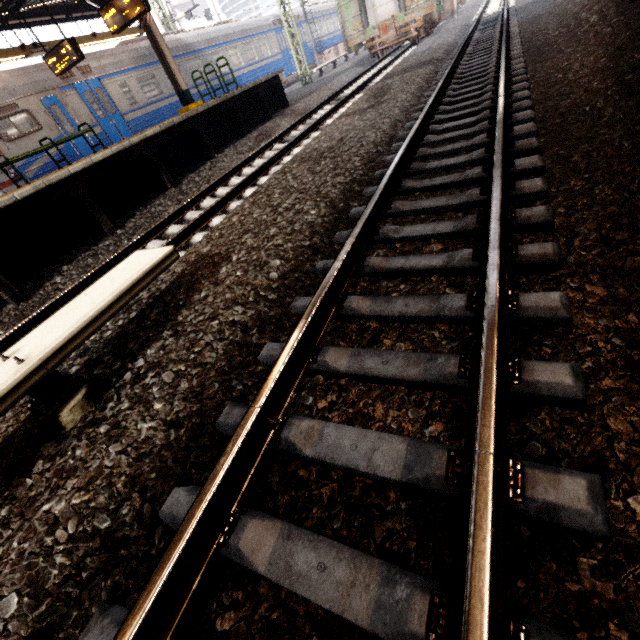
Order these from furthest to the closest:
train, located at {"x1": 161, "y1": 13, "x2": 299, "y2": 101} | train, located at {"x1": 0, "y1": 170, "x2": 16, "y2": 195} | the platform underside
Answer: train, located at {"x1": 161, "y1": 13, "x2": 299, "y2": 101}
train, located at {"x1": 0, "y1": 170, "x2": 16, "y2": 195}
the platform underside

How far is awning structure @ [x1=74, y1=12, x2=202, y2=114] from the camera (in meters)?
10.37

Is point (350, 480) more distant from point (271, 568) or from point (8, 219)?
point (8, 219)

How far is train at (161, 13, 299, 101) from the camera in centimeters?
1559cm

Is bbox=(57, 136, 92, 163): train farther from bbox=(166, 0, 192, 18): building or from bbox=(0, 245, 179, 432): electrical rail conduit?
bbox=(166, 0, 192, 18): building

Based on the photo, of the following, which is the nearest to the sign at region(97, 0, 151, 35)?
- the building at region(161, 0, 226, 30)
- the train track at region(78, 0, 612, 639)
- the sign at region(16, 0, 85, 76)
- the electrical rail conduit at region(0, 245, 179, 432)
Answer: the sign at region(16, 0, 85, 76)

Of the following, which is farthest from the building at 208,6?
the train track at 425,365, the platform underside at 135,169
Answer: the platform underside at 135,169

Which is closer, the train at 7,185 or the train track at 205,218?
the train track at 205,218
